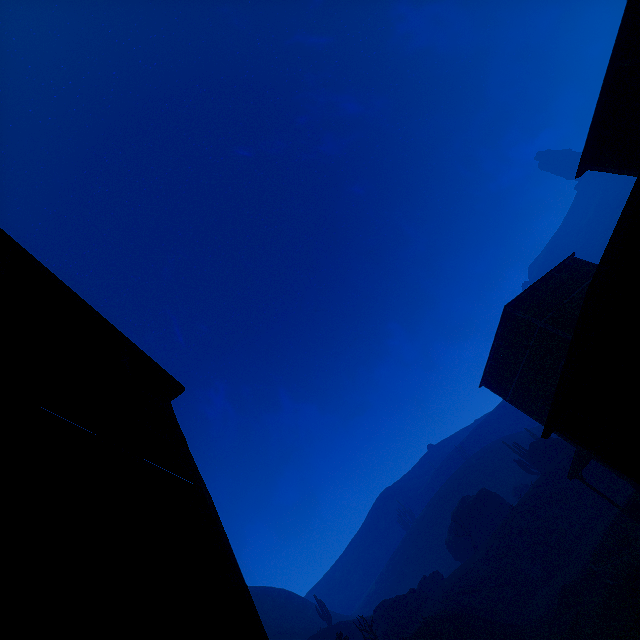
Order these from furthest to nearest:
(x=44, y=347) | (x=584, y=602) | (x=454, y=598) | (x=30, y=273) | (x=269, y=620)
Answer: (x=269, y=620)
(x=454, y=598)
(x=584, y=602)
(x=30, y=273)
(x=44, y=347)

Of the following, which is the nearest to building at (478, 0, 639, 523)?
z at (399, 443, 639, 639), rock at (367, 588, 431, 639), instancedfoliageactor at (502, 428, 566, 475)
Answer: z at (399, 443, 639, 639)

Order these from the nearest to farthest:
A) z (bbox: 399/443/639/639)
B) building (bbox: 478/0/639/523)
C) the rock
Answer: building (bbox: 478/0/639/523) → z (bbox: 399/443/639/639) → the rock

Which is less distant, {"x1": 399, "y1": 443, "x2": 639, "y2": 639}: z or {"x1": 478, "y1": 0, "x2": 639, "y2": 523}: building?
{"x1": 478, "y1": 0, "x2": 639, "y2": 523}: building

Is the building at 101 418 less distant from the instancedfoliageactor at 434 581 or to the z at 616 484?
the z at 616 484

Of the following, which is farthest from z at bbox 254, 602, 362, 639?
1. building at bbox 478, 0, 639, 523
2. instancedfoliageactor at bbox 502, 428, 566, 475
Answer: instancedfoliageactor at bbox 502, 428, 566, 475

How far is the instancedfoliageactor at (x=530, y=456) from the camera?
41.8 meters

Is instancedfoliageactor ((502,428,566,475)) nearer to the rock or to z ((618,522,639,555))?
the rock
